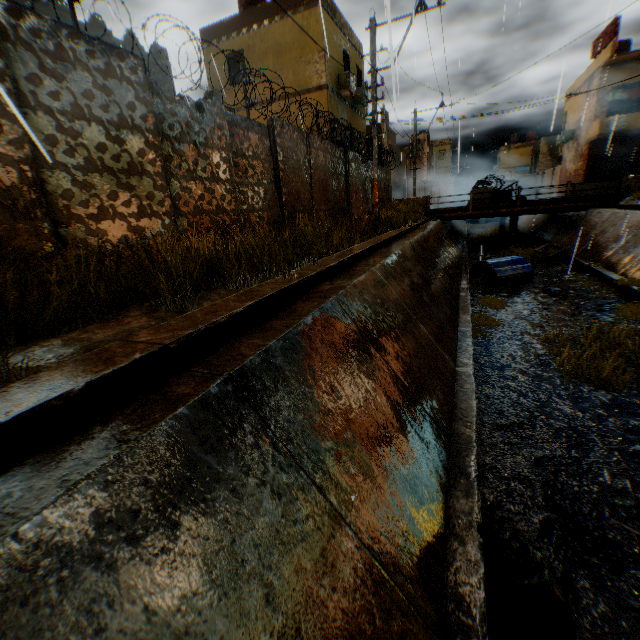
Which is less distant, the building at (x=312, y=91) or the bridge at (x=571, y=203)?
the building at (x=312, y=91)

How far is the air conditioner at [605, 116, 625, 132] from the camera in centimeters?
2202cm

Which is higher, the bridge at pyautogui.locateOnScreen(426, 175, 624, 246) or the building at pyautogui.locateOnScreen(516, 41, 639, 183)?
the building at pyautogui.locateOnScreen(516, 41, 639, 183)

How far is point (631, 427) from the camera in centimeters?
483cm

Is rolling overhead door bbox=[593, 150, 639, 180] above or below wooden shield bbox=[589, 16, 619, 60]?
below

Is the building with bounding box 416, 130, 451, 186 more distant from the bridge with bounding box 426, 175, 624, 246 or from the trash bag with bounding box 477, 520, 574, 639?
the trash bag with bounding box 477, 520, 574, 639

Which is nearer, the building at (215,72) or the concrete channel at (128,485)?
the concrete channel at (128,485)

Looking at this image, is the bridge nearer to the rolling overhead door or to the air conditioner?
the rolling overhead door
